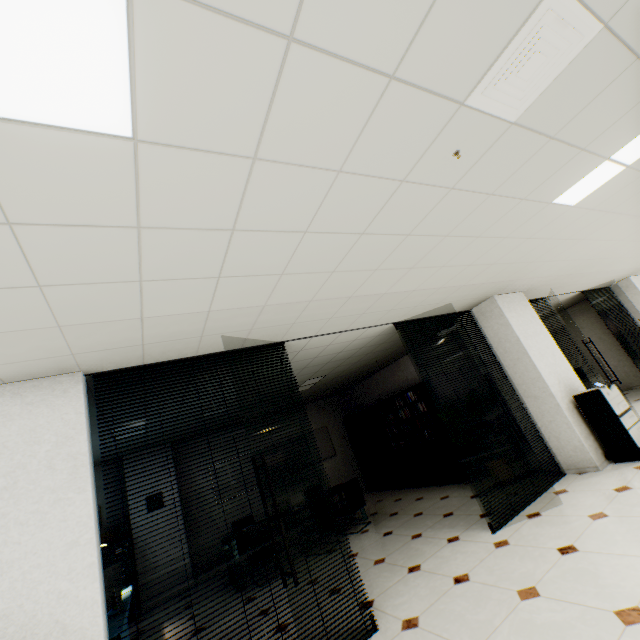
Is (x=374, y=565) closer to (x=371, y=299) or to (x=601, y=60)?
(x=371, y=299)

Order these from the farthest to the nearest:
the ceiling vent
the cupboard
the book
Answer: the cupboard, the book, the ceiling vent

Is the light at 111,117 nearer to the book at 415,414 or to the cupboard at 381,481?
the book at 415,414

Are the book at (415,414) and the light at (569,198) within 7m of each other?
yes

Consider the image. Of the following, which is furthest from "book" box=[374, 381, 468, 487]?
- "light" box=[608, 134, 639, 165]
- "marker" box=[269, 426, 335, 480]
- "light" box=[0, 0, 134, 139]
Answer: "light" box=[0, 0, 134, 139]

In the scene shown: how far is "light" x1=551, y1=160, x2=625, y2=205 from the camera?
2.8 meters

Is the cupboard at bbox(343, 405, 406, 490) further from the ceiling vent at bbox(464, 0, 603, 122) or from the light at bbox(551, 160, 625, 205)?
the ceiling vent at bbox(464, 0, 603, 122)

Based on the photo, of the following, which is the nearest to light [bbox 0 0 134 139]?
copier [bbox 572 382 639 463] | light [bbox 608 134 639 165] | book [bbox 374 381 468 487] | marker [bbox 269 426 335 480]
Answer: light [bbox 608 134 639 165]
